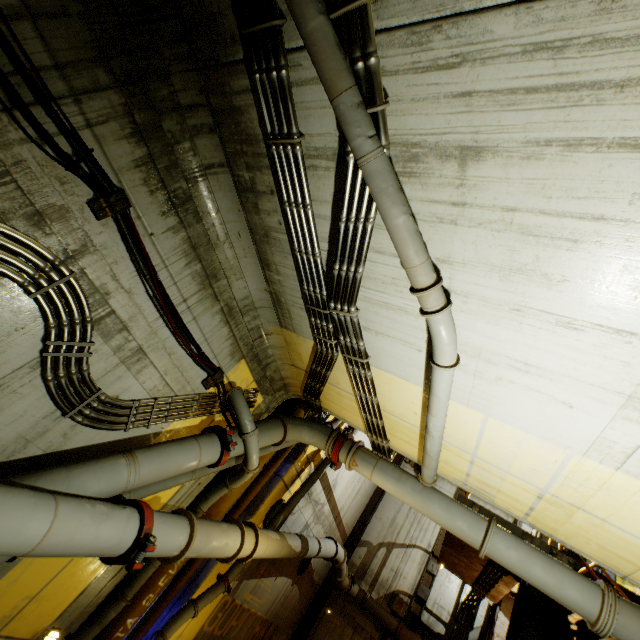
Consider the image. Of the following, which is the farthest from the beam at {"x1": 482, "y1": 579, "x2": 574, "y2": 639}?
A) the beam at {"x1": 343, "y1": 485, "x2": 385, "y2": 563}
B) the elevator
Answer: the beam at {"x1": 343, "y1": 485, "x2": 385, "y2": 563}

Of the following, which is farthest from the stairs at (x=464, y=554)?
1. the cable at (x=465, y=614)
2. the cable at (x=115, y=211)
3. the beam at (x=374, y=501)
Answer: the cable at (x=115, y=211)

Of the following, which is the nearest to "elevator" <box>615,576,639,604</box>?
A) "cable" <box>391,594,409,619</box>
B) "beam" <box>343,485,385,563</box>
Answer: "cable" <box>391,594,409,619</box>

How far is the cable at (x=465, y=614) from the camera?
12.47m

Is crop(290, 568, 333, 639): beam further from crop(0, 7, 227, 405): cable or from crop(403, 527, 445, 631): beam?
crop(0, 7, 227, 405): cable

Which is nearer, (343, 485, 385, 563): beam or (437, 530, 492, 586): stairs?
(437, 530, 492, 586): stairs

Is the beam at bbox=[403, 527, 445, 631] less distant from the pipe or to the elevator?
the pipe

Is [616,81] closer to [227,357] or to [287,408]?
[227,357]
